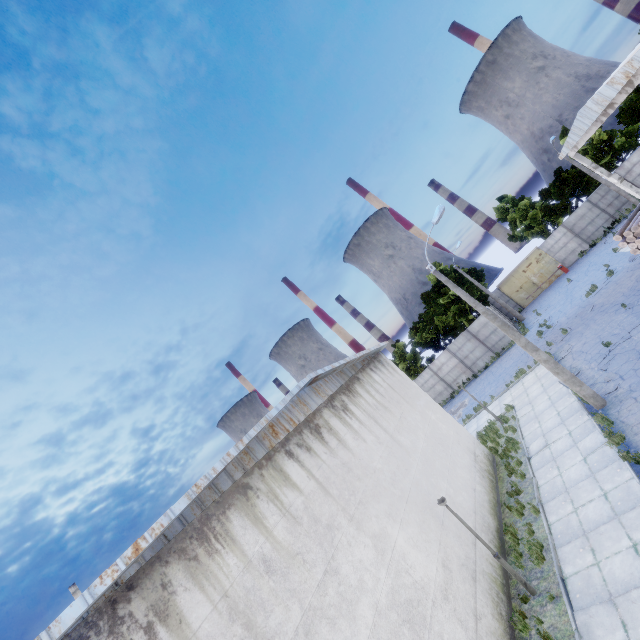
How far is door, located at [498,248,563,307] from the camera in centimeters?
3519cm

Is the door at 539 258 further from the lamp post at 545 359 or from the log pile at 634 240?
the lamp post at 545 359

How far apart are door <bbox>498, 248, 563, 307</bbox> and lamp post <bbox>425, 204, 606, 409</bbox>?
26.78m

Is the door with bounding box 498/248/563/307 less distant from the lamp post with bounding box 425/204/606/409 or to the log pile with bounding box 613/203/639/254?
the log pile with bounding box 613/203/639/254

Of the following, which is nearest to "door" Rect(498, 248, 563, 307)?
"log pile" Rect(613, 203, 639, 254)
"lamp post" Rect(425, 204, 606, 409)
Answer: "log pile" Rect(613, 203, 639, 254)

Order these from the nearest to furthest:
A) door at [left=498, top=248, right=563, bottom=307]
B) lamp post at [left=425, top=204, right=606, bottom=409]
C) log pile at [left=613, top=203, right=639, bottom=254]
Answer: lamp post at [left=425, top=204, right=606, bottom=409] → log pile at [left=613, top=203, right=639, bottom=254] → door at [left=498, top=248, right=563, bottom=307]

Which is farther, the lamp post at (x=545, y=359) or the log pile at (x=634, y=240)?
the log pile at (x=634, y=240)

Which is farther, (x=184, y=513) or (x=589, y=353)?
(x=589, y=353)
